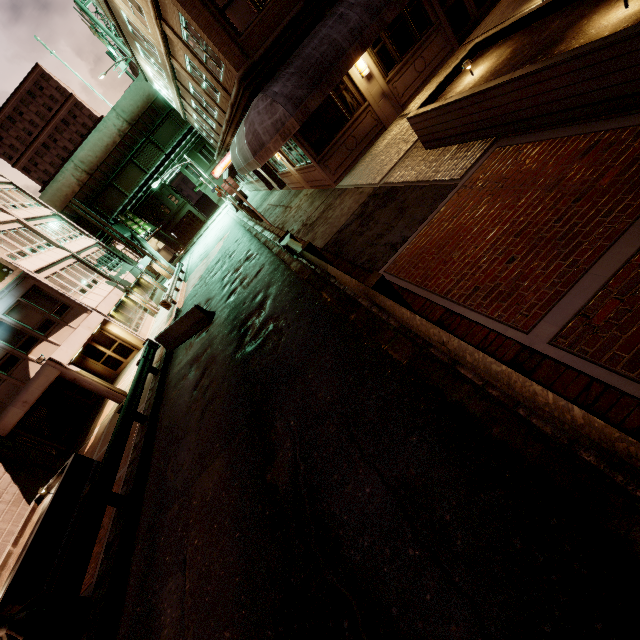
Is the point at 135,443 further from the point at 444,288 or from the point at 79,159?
the point at 79,159

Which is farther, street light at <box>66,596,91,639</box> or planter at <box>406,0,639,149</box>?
street light at <box>66,596,91,639</box>

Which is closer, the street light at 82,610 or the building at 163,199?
the street light at 82,610

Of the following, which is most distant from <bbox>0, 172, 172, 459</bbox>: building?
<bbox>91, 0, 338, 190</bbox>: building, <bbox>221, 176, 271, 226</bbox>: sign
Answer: <bbox>91, 0, 338, 190</bbox>: building

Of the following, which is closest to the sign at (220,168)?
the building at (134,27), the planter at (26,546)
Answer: the building at (134,27)

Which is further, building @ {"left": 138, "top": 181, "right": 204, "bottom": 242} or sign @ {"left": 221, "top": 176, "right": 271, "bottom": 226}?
building @ {"left": 138, "top": 181, "right": 204, "bottom": 242}

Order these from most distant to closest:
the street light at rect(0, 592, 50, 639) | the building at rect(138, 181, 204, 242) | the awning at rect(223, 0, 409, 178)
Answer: the building at rect(138, 181, 204, 242)
the awning at rect(223, 0, 409, 178)
the street light at rect(0, 592, 50, 639)

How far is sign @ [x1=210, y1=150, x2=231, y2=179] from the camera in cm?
2183
